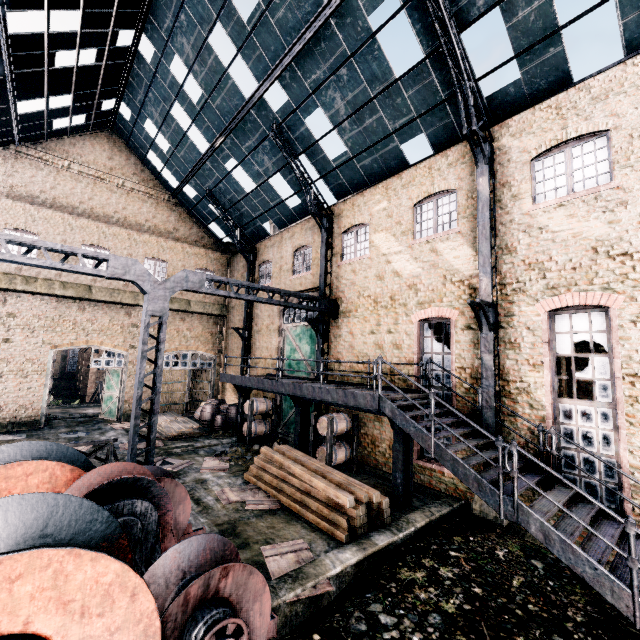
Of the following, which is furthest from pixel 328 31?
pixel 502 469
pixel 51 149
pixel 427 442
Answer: pixel 51 149

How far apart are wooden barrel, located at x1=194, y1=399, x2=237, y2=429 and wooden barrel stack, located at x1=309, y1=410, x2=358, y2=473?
9.8 meters

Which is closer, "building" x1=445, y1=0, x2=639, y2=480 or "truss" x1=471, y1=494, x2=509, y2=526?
"building" x1=445, y1=0, x2=639, y2=480

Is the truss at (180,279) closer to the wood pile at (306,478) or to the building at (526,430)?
the wood pile at (306,478)

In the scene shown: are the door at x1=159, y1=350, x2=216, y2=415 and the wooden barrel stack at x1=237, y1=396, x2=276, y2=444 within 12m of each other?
yes

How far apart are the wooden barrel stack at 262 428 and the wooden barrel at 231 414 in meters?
3.8

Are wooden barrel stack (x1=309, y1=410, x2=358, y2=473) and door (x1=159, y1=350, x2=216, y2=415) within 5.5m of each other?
no

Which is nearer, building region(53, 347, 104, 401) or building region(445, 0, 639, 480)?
building region(445, 0, 639, 480)
